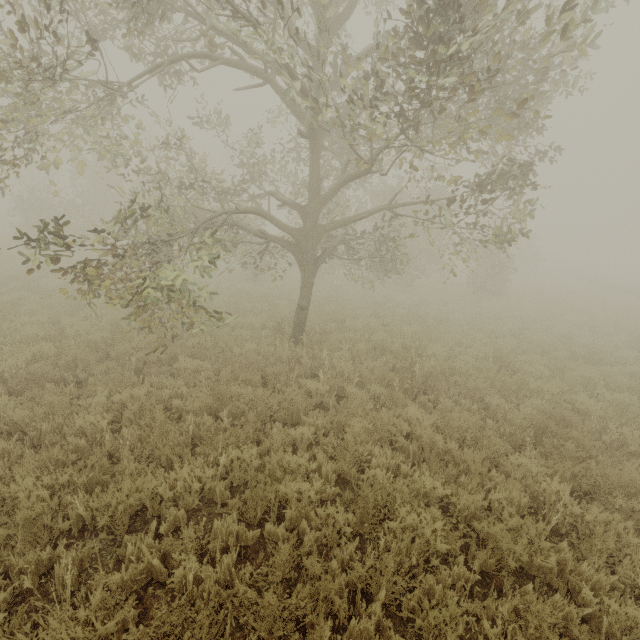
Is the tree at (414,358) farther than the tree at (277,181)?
Yes

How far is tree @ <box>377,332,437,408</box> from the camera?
6.9 meters

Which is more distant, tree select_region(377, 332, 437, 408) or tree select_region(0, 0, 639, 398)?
tree select_region(377, 332, 437, 408)

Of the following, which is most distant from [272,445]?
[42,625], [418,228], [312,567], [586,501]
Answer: [418,228]

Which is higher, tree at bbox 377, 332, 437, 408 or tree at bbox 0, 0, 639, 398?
tree at bbox 0, 0, 639, 398

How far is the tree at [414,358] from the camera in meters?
6.9
